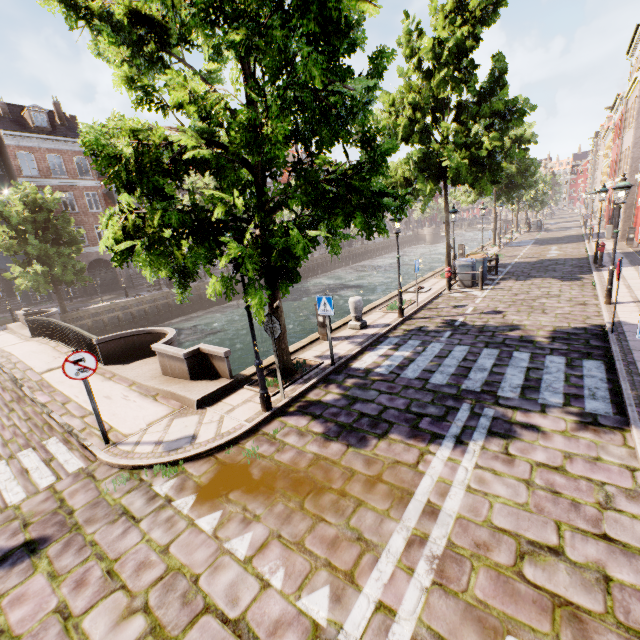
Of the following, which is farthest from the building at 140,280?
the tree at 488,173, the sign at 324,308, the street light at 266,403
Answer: the sign at 324,308

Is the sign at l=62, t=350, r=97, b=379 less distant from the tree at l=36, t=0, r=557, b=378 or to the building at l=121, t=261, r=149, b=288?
the tree at l=36, t=0, r=557, b=378

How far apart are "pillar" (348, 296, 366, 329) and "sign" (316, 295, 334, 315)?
3.0 meters

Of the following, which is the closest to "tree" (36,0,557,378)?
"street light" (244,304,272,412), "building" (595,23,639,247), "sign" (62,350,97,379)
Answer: "street light" (244,304,272,412)

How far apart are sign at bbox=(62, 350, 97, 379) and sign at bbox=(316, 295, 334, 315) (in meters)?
4.77

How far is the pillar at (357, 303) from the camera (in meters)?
11.01

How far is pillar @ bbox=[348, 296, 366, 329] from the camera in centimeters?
1101cm

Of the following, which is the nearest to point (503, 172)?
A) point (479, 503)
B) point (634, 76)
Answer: point (634, 76)
